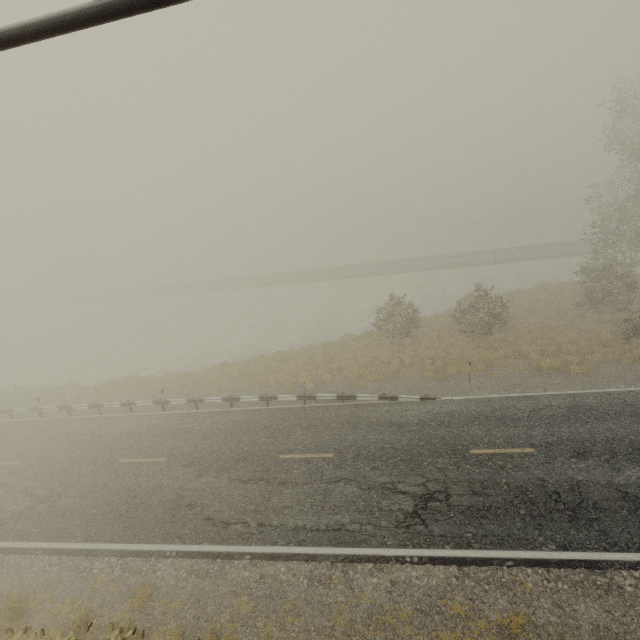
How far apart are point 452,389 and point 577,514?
7.28m
